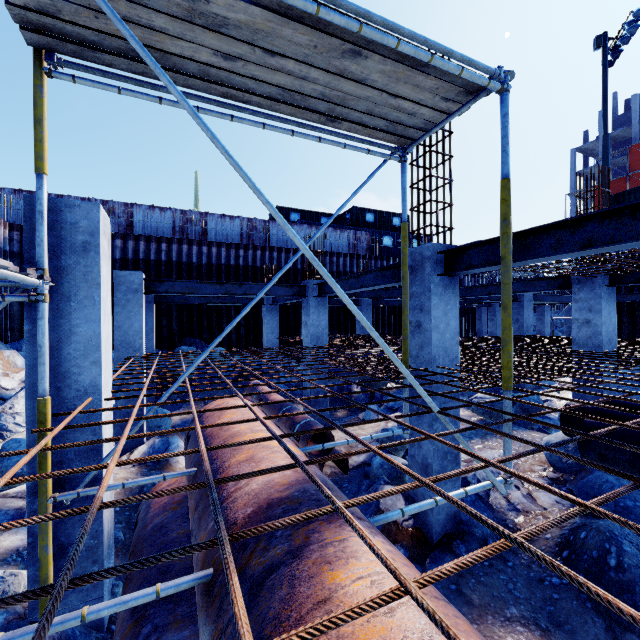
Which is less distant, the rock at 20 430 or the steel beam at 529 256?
the steel beam at 529 256

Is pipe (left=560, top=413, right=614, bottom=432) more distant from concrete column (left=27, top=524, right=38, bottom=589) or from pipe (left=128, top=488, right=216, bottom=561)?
concrete column (left=27, top=524, right=38, bottom=589)

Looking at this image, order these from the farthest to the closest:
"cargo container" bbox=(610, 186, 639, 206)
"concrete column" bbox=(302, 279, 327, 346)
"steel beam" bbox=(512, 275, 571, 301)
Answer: "cargo container" bbox=(610, 186, 639, 206), "concrete column" bbox=(302, 279, 327, 346), "steel beam" bbox=(512, 275, 571, 301)

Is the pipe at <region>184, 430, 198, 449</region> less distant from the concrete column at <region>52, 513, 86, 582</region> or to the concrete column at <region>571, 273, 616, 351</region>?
the concrete column at <region>52, 513, 86, 582</region>

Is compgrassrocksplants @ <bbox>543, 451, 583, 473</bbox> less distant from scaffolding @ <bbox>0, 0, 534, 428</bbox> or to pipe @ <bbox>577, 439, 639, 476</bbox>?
pipe @ <bbox>577, 439, 639, 476</bbox>

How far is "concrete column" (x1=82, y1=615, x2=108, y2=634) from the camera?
3.21m

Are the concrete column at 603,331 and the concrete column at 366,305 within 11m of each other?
yes

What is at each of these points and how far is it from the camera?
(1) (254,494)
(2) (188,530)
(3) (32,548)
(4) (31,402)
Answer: (1) pipe, 2.3 meters
(2) pipe, 3.5 meters
(3) concrete column, 3.0 meters
(4) concrete column, 3.0 meters
